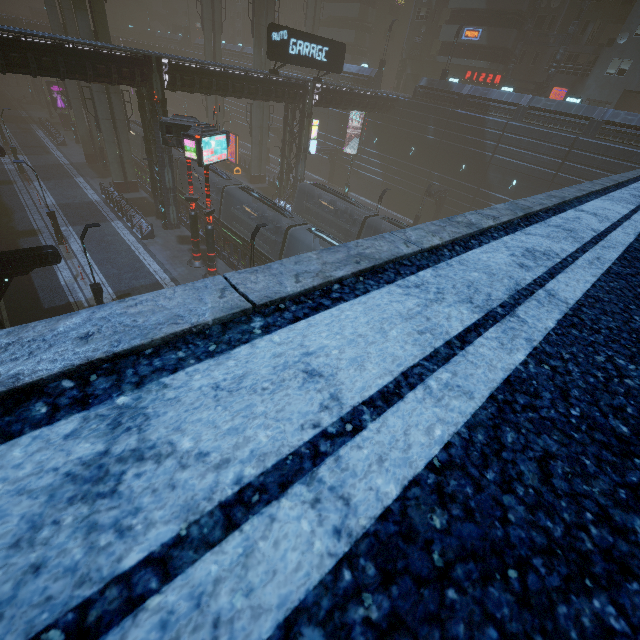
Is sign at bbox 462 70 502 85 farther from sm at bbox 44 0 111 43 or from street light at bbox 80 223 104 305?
street light at bbox 80 223 104 305

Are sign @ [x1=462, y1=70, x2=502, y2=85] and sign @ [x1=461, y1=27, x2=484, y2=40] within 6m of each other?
yes

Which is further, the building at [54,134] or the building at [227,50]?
the building at [227,50]

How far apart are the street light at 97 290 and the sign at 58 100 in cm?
4797

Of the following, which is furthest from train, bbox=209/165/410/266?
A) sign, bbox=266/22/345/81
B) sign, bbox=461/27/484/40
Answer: sign, bbox=461/27/484/40

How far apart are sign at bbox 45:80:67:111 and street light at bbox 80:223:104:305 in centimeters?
4797cm

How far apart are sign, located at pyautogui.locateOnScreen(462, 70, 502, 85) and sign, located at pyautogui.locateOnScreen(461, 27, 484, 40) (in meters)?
3.70

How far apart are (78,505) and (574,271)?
2.83m
